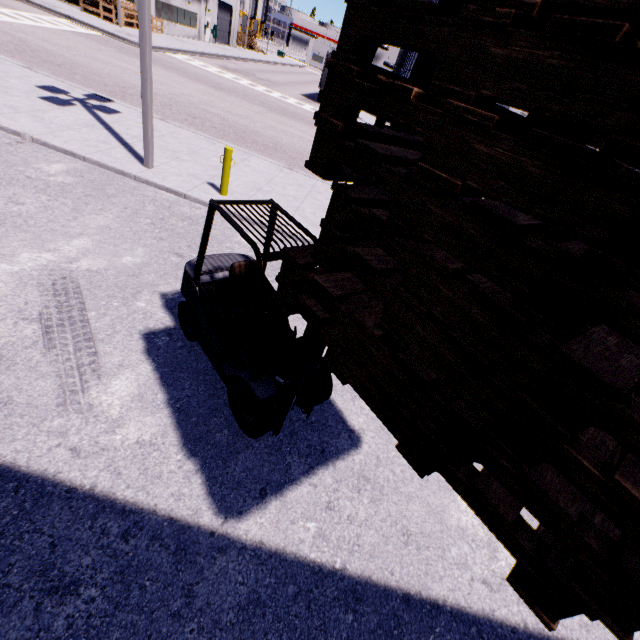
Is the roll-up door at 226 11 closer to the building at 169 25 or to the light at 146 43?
the building at 169 25

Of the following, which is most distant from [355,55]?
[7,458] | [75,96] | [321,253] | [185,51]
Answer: [185,51]

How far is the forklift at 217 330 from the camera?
3.3 meters

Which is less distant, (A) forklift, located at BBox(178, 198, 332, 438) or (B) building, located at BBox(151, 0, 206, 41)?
(A) forklift, located at BBox(178, 198, 332, 438)

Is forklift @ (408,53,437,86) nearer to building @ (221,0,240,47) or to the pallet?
the pallet

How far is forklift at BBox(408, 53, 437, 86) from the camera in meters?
1.8 m

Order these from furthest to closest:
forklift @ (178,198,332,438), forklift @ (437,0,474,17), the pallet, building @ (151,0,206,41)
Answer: building @ (151,0,206,41) → forklift @ (178,198,332,438) → forklift @ (437,0,474,17) → the pallet
